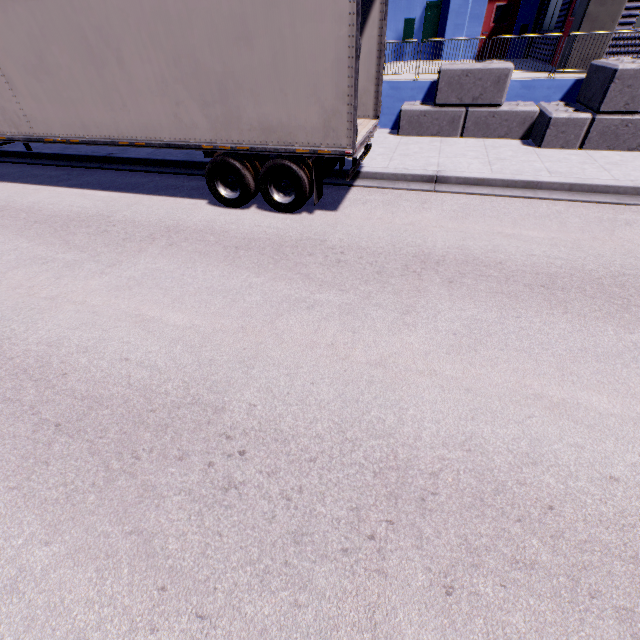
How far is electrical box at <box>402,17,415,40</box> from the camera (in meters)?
16.62

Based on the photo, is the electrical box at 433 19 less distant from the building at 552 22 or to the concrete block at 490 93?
the building at 552 22

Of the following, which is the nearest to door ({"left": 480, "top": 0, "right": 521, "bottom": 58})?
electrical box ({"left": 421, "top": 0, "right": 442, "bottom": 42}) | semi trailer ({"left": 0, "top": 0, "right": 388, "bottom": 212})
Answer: electrical box ({"left": 421, "top": 0, "right": 442, "bottom": 42})

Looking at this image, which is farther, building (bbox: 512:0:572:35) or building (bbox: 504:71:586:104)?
building (bbox: 512:0:572:35)

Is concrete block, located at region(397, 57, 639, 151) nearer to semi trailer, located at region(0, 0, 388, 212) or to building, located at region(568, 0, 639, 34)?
building, located at region(568, 0, 639, 34)

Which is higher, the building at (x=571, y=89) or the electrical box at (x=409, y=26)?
the electrical box at (x=409, y=26)

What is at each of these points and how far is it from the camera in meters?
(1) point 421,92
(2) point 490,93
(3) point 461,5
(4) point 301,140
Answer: (1) building, 10.6 m
(2) concrete block, 9.3 m
(3) building, 15.5 m
(4) semi trailer, 5.8 m
